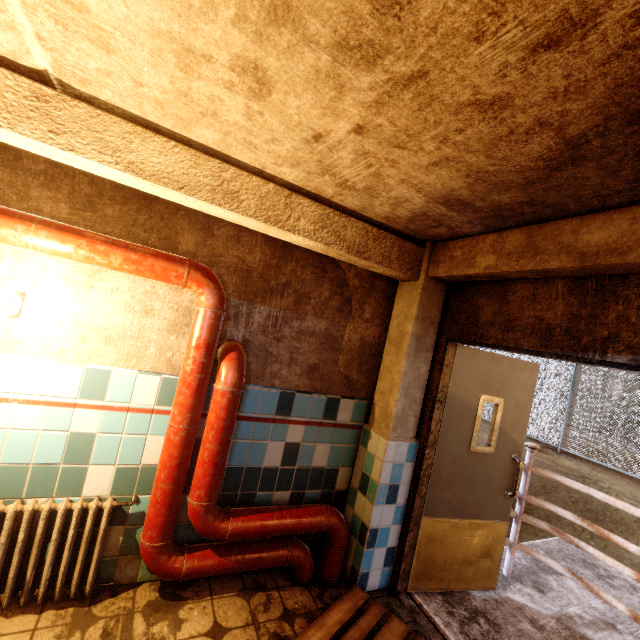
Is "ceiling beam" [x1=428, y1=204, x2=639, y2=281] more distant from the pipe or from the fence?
the fence

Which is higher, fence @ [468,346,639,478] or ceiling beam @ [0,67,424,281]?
ceiling beam @ [0,67,424,281]

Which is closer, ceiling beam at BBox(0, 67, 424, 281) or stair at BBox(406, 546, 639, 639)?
ceiling beam at BBox(0, 67, 424, 281)

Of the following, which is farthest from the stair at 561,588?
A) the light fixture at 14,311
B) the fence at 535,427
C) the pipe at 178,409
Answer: the fence at 535,427

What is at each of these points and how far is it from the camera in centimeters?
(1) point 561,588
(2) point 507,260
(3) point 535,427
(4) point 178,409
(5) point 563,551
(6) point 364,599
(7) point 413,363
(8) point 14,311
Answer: (1) stair, 329cm
(2) ceiling beam, 214cm
(3) fence, 1063cm
(4) pipe, 212cm
(5) stair, 404cm
(6) pallet, 241cm
(7) column, 277cm
(8) light fixture, 183cm

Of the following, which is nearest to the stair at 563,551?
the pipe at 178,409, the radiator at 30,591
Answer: the pipe at 178,409

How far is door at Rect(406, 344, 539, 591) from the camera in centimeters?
281cm

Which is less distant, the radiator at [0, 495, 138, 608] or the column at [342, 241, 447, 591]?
the radiator at [0, 495, 138, 608]
